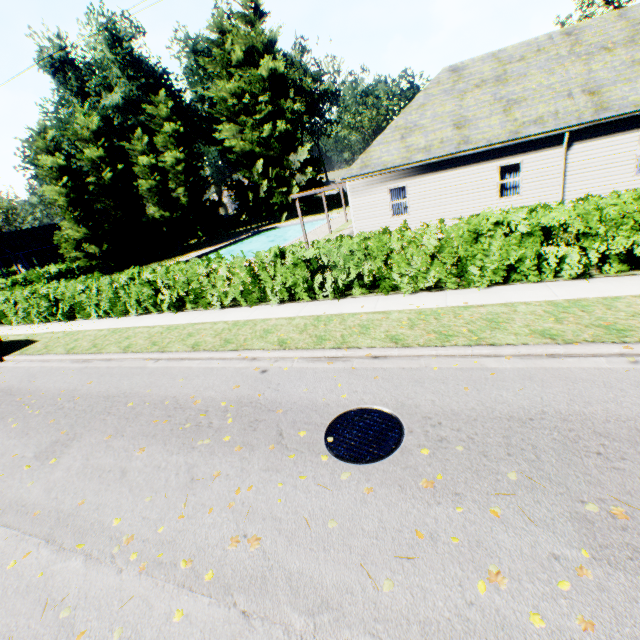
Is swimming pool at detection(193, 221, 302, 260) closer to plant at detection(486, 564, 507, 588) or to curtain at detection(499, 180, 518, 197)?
plant at detection(486, 564, 507, 588)

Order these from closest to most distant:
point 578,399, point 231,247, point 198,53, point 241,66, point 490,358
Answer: point 578,399 < point 490,358 < point 231,247 < point 241,66 < point 198,53

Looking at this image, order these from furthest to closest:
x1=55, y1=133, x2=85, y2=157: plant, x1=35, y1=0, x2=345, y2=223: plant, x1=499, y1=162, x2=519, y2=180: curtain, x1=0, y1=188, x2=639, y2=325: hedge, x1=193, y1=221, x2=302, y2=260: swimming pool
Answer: x1=35, y1=0, x2=345, y2=223: plant
x1=55, y1=133, x2=85, y2=157: plant
x1=193, y1=221, x2=302, y2=260: swimming pool
x1=499, y1=162, x2=519, y2=180: curtain
x1=0, y1=188, x2=639, y2=325: hedge

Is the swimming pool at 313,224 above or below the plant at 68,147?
below

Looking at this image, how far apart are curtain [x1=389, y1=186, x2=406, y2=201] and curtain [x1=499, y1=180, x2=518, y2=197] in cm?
399

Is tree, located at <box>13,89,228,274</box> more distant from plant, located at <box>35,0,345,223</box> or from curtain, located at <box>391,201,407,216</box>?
curtain, located at <box>391,201,407,216</box>

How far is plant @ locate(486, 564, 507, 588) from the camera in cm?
267

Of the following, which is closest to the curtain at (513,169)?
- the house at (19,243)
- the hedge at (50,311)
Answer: the hedge at (50,311)
